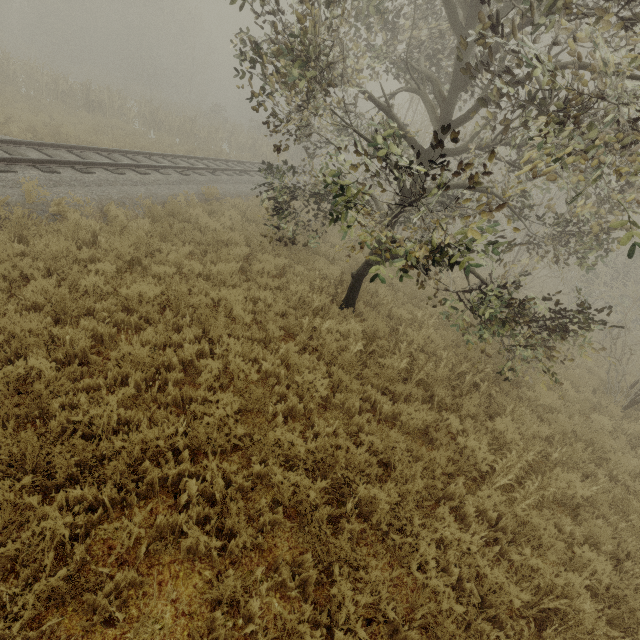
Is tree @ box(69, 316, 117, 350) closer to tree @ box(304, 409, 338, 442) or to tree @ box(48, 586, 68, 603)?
tree @ box(304, 409, 338, 442)

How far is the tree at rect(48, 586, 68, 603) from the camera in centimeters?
262cm

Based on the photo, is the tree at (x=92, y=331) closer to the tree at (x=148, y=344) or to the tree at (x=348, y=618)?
the tree at (x=148, y=344)

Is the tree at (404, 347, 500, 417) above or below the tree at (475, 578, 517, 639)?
above

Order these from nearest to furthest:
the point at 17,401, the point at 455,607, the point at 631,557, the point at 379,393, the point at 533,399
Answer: the point at 455,607 < the point at 17,401 < the point at 631,557 < the point at 379,393 < the point at 533,399

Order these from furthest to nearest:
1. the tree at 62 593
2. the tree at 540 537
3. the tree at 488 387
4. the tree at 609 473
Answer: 1. the tree at 488 387
2. the tree at 540 537
3. the tree at 609 473
4. the tree at 62 593

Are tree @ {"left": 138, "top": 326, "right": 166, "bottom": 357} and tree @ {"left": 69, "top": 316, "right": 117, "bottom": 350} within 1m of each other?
yes

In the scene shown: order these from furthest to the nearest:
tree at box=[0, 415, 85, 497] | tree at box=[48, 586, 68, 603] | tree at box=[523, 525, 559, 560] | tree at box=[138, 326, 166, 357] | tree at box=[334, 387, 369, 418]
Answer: tree at box=[334, 387, 369, 418]
tree at box=[138, 326, 166, 357]
tree at box=[523, 525, 559, 560]
tree at box=[0, 415, 85, 497]
tree at box=[48, 586, 68, 603]
